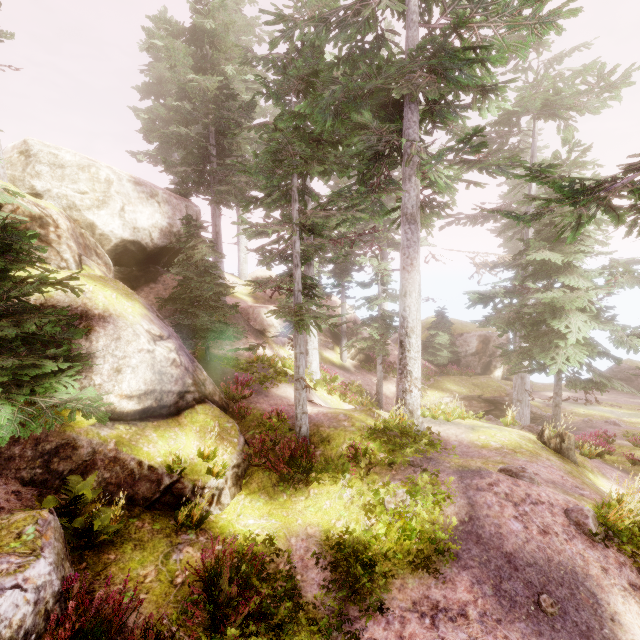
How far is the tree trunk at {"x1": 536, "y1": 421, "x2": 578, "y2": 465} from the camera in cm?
1138

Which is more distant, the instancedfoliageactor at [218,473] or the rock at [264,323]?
the rock at [264,323]

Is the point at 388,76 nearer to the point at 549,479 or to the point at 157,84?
the point at 549,479

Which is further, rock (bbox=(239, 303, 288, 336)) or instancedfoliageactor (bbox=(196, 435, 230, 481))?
rock (bbox=(239, 303, 288, 336))

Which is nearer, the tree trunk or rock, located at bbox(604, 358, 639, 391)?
the tree trunk

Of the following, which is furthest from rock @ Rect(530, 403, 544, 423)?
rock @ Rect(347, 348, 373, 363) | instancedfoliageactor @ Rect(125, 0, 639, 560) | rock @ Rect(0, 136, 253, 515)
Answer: rock @ Rect(0, 136, 253, 515)

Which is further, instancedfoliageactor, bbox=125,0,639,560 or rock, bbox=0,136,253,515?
instancedfoliageactor, bbox=125,0,639,560

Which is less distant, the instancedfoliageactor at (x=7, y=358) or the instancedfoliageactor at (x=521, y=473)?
the instancedfoliageactor at (x=7, y=358)
